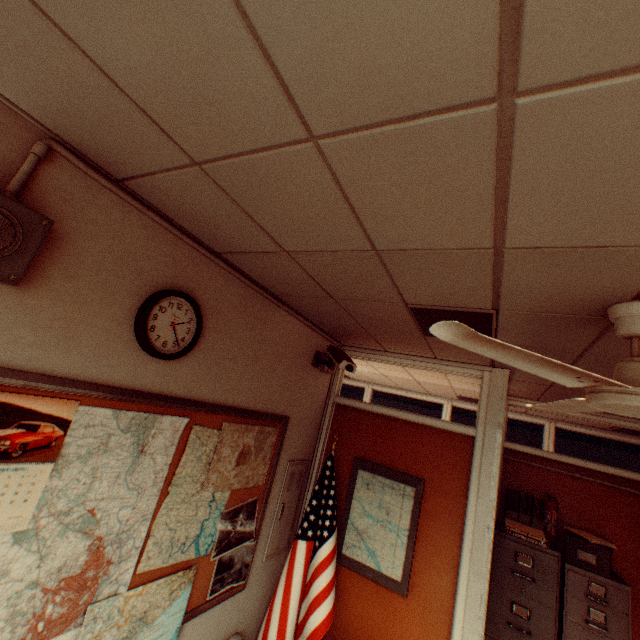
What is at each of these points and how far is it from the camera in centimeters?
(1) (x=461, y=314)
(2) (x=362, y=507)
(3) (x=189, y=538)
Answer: (1) ceiling light, 204cm
(2) map, 327cm
(3) map, 214cm

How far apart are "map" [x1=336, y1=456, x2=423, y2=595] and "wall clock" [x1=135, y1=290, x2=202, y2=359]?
2.29m

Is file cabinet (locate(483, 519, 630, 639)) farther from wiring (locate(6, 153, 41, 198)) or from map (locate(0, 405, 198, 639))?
map (locate(0, 405, 198, 639))

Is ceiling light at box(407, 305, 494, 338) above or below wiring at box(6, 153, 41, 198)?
above

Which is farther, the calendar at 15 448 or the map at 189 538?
the map at 189 538

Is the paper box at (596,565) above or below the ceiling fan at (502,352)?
below

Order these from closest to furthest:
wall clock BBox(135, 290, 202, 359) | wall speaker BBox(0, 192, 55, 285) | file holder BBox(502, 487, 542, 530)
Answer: wall speaker BBox(0, 192, 55, 285)
wall clock BBox(135, 290, 202, 359)
file holder BBox(502, 487, 542, 530)

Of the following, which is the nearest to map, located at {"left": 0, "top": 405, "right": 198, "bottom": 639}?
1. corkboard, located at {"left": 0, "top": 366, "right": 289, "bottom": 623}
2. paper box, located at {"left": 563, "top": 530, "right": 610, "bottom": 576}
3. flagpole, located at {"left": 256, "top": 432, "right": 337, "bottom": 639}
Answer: corkboard, located at {"left": 0, "top": 366, "right": 289, "bottom": 623}
